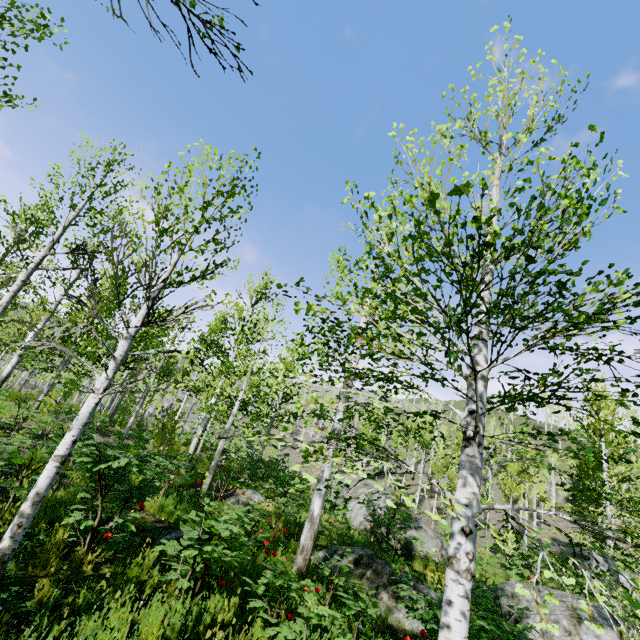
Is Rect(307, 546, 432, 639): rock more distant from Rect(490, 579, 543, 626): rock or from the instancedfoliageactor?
Rect(490, 579, 543, 626): rock

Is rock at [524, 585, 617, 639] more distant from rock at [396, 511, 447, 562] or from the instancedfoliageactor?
the instancedfoliageactor

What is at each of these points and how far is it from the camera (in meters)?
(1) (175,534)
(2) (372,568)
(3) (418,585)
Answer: (1) rock, 5.91
(2) rock, 7.43
(3) rock, 7.84

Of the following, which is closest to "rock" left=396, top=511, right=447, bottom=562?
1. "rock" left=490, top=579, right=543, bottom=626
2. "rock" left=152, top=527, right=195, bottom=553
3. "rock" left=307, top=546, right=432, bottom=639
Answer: "rock" left=490, top=579, right=543, bottom=626

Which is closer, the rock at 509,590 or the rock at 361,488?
the rock at 509,590

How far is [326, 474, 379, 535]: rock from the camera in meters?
15.2 m

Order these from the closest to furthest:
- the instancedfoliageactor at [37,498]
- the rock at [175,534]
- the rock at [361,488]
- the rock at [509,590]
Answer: the instancedfoliageactor at [37,498]
the rock at [175,534]
the rock at [509,590]
the rock at [361,488]
